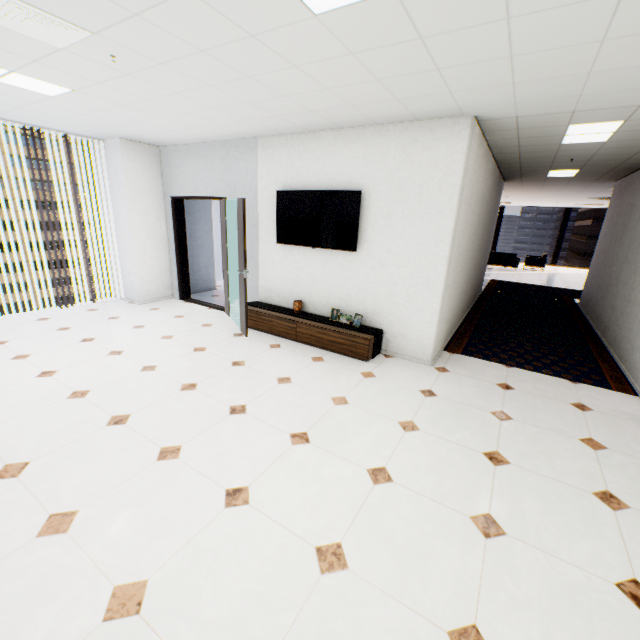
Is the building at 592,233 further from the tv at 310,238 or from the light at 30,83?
the light at 30,83

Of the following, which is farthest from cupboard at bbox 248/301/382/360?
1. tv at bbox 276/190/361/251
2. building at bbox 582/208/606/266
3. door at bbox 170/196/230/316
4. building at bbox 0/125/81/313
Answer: building at bbox 582/208/606/266

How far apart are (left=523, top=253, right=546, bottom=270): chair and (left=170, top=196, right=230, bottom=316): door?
14.3 meters

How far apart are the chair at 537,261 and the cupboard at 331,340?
13.85m

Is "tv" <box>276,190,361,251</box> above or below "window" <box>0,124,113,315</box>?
below

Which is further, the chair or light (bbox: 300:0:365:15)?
the chair

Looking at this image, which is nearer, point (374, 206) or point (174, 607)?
point (174, 607)

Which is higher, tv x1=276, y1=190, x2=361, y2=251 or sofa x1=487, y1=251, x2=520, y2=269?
tv x1=276, y1=190, x2=361, y2=251
